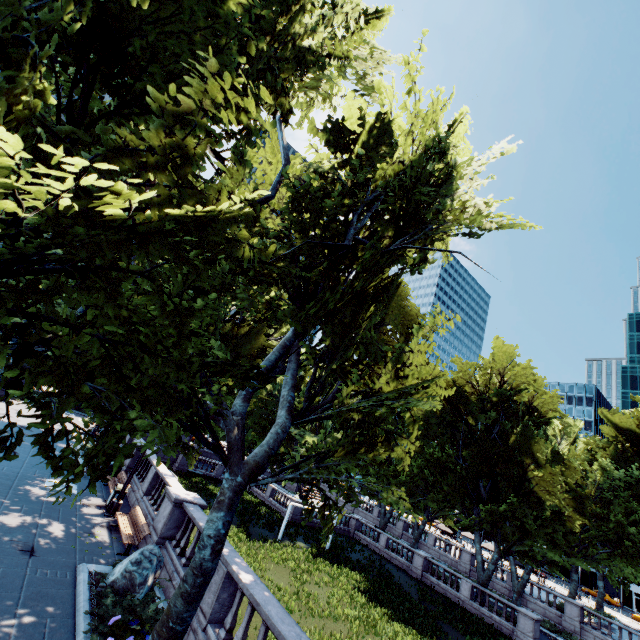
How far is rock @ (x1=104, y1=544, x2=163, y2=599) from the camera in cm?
902

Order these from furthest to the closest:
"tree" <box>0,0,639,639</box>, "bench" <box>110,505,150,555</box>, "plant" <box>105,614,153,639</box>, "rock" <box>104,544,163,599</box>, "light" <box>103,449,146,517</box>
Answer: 1. "light" <box>103,449,146,517</box>
2. "bench" <box>110,505,150,555</box>
3. "rock" <box>104,544,163,599</box>
4. "plant" <box>105,614,153,639</box>
5. "tree" <box>0,0,639,639</box>

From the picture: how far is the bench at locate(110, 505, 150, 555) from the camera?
11.7 meters

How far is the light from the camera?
14.4m

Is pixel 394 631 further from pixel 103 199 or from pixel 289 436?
pixel 103 199

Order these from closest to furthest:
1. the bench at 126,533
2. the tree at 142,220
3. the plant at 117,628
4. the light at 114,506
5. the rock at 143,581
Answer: the tree at 142,220
the plant at 117,628
the rock at 143,581
the bench at 126,533
the light at 114,506

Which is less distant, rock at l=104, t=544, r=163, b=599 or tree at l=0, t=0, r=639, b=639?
tree at l=0, t=0, r=639, b=639

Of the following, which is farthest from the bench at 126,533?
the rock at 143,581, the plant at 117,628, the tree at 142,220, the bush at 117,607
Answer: the tree at 142,220
